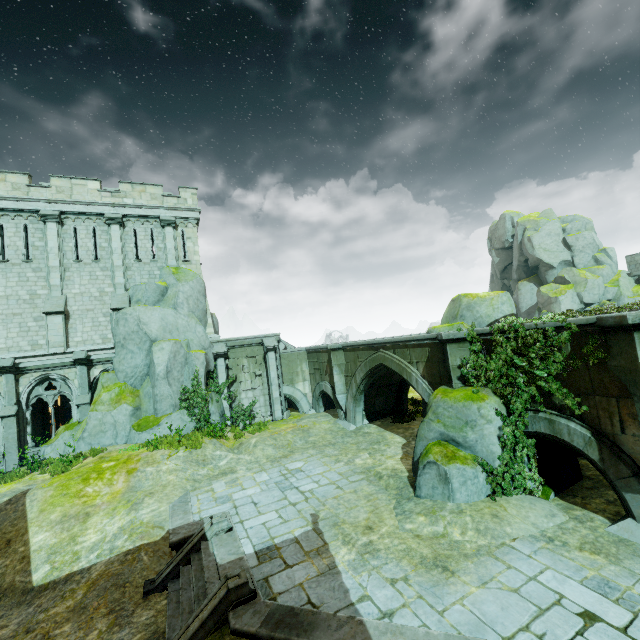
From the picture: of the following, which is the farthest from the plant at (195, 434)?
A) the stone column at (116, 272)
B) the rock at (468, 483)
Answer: the rock at (468, 483)

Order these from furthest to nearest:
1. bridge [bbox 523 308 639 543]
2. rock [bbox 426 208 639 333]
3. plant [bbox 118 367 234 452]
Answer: plant [bbox 118 367 234 452]
rock [bbox 426 208 639 333]
bridge [bbox 523 308 639 543]

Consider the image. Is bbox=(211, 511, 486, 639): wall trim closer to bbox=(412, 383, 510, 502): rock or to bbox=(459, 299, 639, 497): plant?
bbox=(412, 383, 510, 502): rock

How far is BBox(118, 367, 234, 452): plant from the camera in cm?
1541

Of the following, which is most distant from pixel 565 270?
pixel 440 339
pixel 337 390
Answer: pixel 440 339

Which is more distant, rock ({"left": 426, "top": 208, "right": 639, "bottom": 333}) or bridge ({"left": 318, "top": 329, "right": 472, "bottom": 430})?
rock ({"left": 426, "top": 208, "right": 639, "bottom": 333})

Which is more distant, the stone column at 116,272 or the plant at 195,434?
the stone column at 116,272

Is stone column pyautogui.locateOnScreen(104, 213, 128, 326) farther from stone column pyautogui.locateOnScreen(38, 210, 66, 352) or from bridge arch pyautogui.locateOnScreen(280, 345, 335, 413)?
bridge arch pyautogui.locateOnScreen(280, 345, 335, 413)
